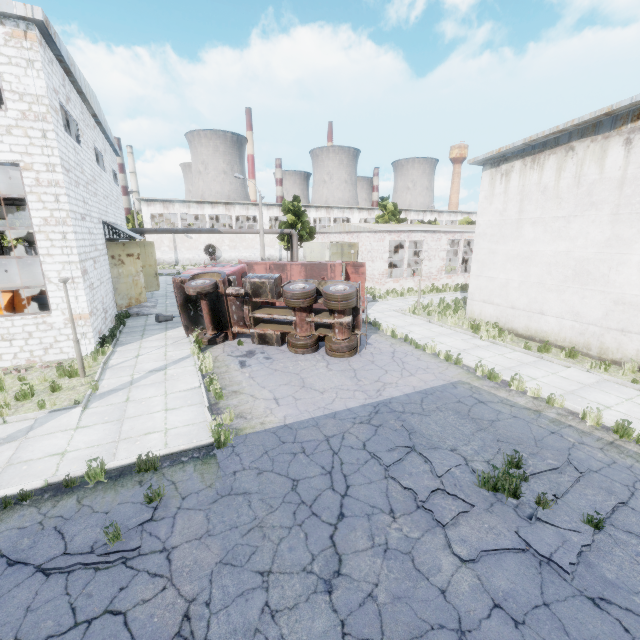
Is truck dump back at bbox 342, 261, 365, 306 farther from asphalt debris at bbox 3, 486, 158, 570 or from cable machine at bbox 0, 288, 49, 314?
asphalt debris at bbox 3, 486, 158, 570

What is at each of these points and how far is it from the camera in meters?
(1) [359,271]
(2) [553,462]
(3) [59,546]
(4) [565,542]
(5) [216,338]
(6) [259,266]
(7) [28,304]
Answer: (1) truck dump back, 18.9 m
(2) asphalt debris, 6.5 m
(3) asphalt debris, 4.8 m
(4) asphalt debris, 4.8 m
(5) truck, 13.9 m
(6) truck dump body, 18.0 m
(7) cable machine, 13.5 m

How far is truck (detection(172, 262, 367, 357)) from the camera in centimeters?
1208cm

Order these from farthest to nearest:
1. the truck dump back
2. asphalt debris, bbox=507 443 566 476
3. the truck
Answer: the truck dump back → the truck → asphalt debris, bbox=507 443 566 476

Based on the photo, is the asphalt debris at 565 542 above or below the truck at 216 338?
below

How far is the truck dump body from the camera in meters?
17.7

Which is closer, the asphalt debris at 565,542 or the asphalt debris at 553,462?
the asphalt debris at 565,542

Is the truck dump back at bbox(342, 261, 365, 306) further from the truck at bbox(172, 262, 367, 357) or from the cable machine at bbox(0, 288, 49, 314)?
the cable machine at bbox(0, 288, 49, 314)
